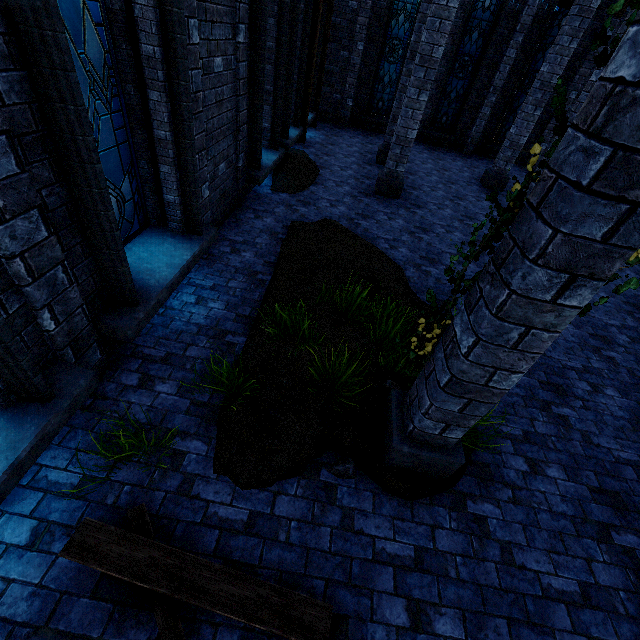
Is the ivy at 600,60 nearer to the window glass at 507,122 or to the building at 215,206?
the building at 215,206

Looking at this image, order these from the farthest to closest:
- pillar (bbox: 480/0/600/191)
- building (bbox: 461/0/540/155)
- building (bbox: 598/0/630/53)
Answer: building (bbox: 461/0/540/155) → building (bbox: 598/0/630/53) → pillar (bbox: 480/0/600/191)

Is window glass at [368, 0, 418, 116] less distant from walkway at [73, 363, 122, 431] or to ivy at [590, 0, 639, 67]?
walkway at [73, 363, 122, 431]

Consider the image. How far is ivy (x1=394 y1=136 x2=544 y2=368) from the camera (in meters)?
2.00

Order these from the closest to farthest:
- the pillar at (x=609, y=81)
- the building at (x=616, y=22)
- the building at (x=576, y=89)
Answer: the pillar at (x=609, y=81)
the building at (x=616, y=22)
the building at (x=576, y=89)

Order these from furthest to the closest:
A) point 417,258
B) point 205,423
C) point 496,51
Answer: point 496,51
point 417,258
point 205,423

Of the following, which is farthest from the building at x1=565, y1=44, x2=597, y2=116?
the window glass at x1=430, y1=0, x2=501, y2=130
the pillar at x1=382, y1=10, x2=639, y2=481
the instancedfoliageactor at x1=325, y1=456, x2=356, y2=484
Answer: the instancedfoliageactor at x1=325, y1=456, x2=356, y2=484

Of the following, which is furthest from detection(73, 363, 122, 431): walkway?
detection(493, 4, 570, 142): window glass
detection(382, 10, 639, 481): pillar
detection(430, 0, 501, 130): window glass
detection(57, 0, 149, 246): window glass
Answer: detection(493, 4, 570, 142): window glass
